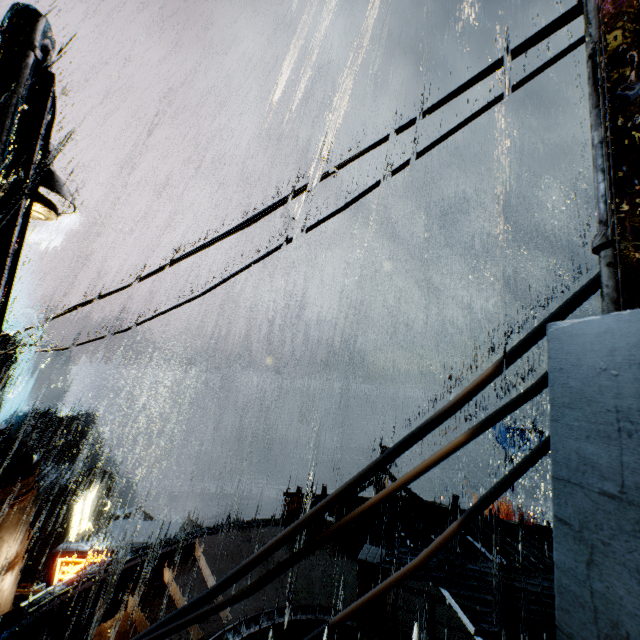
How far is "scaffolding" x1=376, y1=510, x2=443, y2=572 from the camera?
4.9 meters

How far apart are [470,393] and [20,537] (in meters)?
14.20

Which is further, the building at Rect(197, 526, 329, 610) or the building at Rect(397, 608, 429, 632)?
the building at Rect(197, 526, 329, 610)

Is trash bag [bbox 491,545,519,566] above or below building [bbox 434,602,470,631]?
above

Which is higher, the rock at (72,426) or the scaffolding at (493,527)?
the scaffolding at (493,527)

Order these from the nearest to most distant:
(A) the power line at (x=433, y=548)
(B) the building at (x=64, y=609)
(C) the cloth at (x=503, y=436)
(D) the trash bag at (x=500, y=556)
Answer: (A) the power line at (x=433, y=548) → (B) the building at (x=64, y=609) → (D) the trash bag at (x=500, y=556) → (C) the cloth at (x=503, y=436)

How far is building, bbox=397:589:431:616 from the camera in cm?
930
